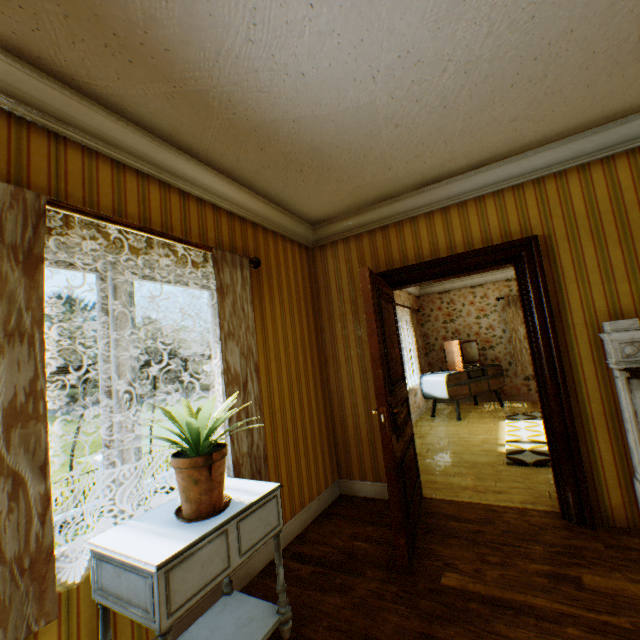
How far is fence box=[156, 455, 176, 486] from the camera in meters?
16.2 m

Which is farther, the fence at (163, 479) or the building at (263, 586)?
the fence at (163, 479)

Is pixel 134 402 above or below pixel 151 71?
below

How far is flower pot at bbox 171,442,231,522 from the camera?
1.6m

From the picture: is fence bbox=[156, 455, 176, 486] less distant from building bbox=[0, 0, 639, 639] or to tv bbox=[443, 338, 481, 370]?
building bbox=[0, 0, 639, 639]

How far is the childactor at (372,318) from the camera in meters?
2.3

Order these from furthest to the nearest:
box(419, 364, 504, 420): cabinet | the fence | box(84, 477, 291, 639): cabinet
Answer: the fence < box(419, 364, 504, 420): cabinet < box(84, 477, 291, 639): cabinet
